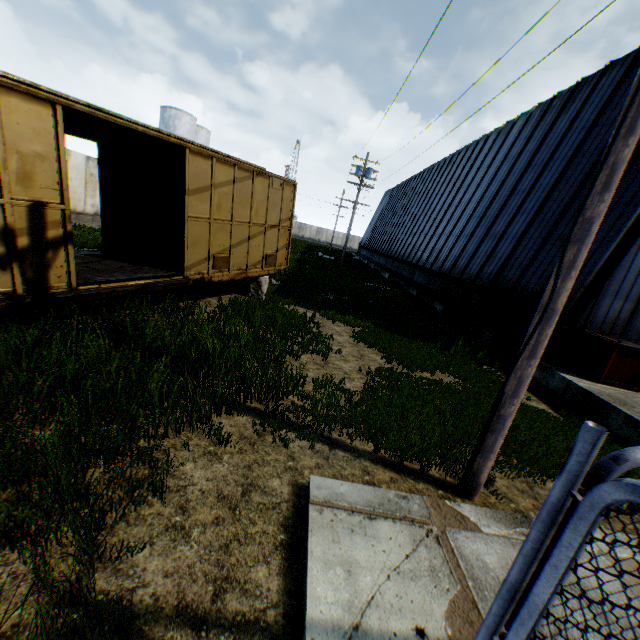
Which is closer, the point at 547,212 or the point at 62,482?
the point at 62,482

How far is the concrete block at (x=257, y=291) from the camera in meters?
11.5

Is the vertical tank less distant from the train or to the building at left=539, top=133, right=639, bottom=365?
the building at left=539, top=133, right=639, bottom=365

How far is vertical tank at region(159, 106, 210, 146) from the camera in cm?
3825

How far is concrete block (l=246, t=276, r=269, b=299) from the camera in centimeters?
1147cm

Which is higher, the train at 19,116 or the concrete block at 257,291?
the train at 19,116

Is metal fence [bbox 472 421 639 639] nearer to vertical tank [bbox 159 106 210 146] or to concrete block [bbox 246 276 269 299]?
concrete block [bbox 246 276 269 299]

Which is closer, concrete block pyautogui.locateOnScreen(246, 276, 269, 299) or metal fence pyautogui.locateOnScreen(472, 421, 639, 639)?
metal fence pyautogui.locateOnScreen(472, 421, 639, 639)
